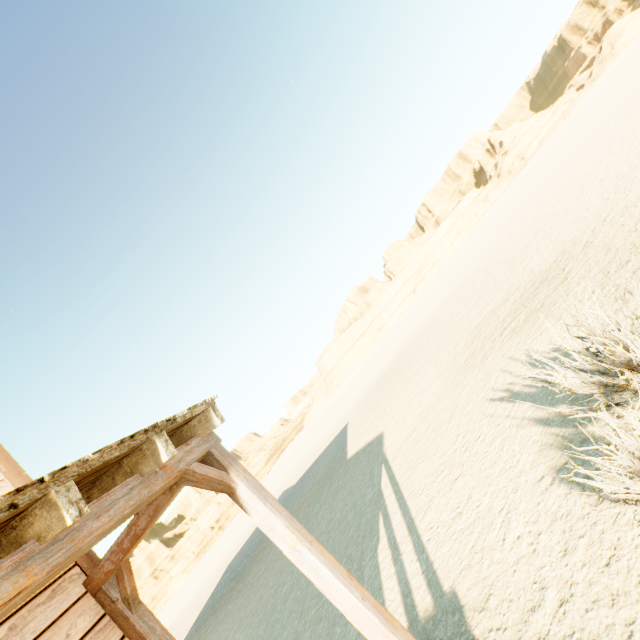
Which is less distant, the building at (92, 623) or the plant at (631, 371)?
the building at (92, 623)

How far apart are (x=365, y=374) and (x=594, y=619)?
43.1m

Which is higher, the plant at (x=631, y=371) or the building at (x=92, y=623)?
the building at (x=92, y=623)

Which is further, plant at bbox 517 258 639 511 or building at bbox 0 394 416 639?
plant at bbox 517 258 639 511

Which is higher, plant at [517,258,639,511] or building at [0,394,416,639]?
building at [0,394,416,639]
